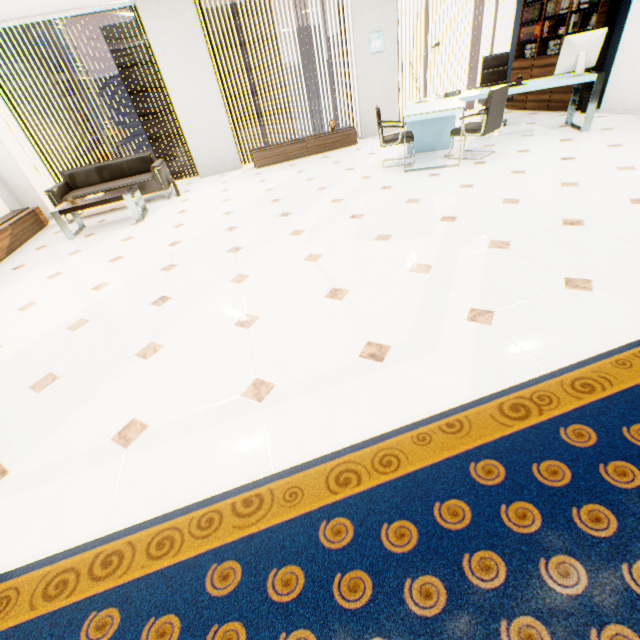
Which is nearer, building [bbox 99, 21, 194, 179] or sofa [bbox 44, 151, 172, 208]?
sofa [bbox 44, 151, 172, 208]

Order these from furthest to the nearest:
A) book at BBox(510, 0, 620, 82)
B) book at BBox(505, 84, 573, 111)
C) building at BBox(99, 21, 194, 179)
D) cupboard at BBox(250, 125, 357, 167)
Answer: building at BBox(99, 21, 194, 179)
cupboard at BBox(250, 125, 357, 167)
book at BBox(505, 84, 573, 111)
book at BBox(510, 0, 620, 82)

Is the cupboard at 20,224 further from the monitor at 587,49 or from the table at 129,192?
the monitor at 587,49

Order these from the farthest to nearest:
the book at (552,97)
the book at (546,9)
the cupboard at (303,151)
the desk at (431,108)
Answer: the cupboard at (303,151) < the book at (552,97) < the book at (546,9) < the desk at (431,108)

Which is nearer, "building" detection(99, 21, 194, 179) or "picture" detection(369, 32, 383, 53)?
"picture" detection(369, 32, 383, 53)

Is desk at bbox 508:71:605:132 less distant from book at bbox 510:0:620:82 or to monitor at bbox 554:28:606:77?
monitor at bbox 554:28:606:77

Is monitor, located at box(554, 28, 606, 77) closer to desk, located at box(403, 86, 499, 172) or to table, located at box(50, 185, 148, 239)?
desk, located at box(403, 86, 499, 172)

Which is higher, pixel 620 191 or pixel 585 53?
pixel 585 53
